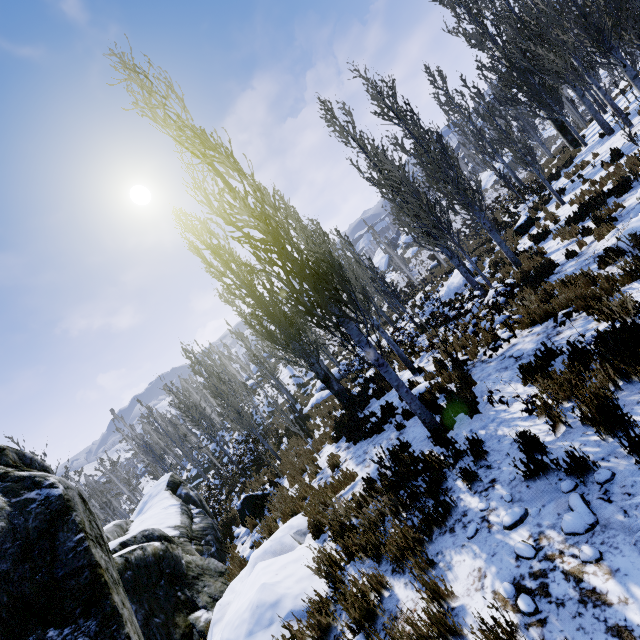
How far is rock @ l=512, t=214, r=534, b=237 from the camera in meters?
16.7 m

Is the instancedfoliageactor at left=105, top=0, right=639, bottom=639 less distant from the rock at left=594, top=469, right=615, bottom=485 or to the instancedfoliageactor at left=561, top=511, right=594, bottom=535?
the rock at left=594, top=469, right=615, bottom=485

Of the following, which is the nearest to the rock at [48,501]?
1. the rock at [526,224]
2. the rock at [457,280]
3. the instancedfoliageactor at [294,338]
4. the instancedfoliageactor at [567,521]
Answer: the instancedfoliageactor at [294,338]

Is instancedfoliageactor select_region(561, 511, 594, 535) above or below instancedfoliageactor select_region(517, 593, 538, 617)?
below

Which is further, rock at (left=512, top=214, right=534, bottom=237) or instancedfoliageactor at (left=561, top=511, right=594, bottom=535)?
rock at (left=512, top=214, right=534, bottom=237)

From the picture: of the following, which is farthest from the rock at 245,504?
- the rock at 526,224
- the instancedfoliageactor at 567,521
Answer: the rock at 526,224

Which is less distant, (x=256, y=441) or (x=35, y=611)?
(x=35, y=611)

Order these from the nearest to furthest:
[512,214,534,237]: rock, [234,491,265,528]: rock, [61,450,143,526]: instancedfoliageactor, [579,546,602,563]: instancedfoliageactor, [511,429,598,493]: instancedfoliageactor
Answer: [579,546,602,563]: instancedfoliageactor
[511,429,598,493]: instancedfoliageactor
[234,491,265,528]: rock
[512,214,534,237]: rock
[61,450,143,526]: instancedfoliageactor
